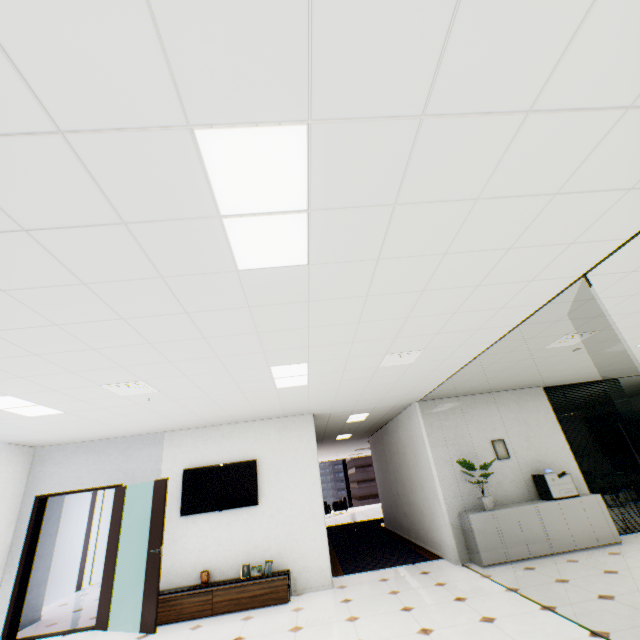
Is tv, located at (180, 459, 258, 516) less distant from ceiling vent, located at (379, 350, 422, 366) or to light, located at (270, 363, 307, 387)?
light, located at (270, 363, 307, 387)

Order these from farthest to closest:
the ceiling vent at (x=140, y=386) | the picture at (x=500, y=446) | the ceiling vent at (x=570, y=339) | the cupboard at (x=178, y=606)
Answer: the picture at (x=500, y=446) < the cupboard at (x=178, y=606) < the ceiling vent at (x=570, y=339) < the ceiling vent at (x=140, y=386)

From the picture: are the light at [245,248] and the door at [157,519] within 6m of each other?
yes

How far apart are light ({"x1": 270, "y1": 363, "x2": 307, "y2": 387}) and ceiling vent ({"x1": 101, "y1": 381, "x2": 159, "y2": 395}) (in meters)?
1.51

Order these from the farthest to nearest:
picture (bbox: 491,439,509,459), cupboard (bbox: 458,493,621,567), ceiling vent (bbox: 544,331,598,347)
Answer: picture (bbox: 491,439,509,459) → cupboard (bbox: 458,493,621,567) → ceiling vent (bbox: 544,331,598,347)

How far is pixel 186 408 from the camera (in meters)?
5.25

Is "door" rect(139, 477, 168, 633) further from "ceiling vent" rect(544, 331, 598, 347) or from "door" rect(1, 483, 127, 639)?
A: "ceiling vent" rect(544, 331, 598, 347)

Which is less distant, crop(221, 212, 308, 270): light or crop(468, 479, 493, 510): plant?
crop(221, 212, 308, 270): light
